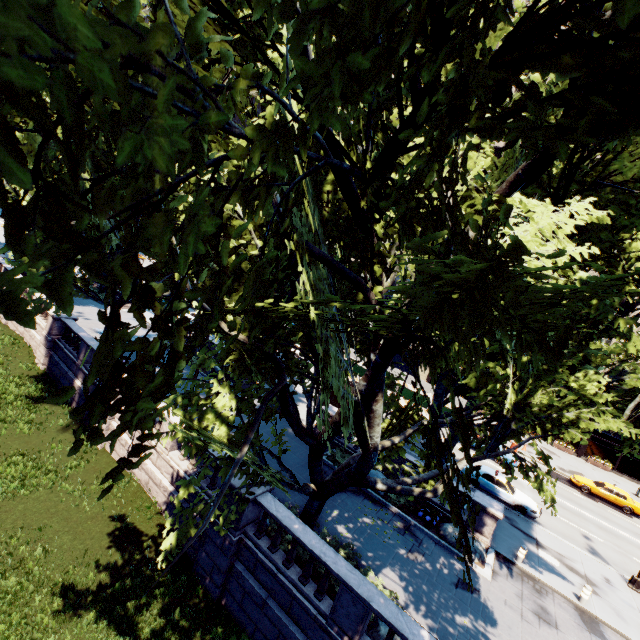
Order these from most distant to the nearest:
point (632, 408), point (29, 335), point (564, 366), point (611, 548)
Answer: point (29, 335), point (611, 548), point (564, 366), point (632, 408)

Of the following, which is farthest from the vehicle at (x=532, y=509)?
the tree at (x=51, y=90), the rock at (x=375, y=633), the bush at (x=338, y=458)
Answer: the rock at (x=375, y=633)

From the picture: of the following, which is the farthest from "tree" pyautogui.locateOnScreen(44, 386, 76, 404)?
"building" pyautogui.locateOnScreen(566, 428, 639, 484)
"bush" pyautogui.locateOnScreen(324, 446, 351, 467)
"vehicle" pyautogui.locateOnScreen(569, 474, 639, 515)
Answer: "vehicle" pyautogui.locateOnScreen(569, 474, 639, 515)

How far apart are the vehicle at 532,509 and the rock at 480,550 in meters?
6.7

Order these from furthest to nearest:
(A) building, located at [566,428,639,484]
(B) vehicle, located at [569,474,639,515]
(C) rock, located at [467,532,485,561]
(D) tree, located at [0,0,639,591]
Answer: (A) building, located at [566,428,639,484]
(B) vehicle, located at [569,474,639,515]
(C) rock, located at [467,532,485,561]
(D) tree, located at [0,0,639,591]

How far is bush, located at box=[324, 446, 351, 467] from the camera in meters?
19.0

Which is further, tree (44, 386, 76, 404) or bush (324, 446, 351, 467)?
bush (324, 446, 351, 467)

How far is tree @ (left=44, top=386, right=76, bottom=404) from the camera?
2.3 meters
